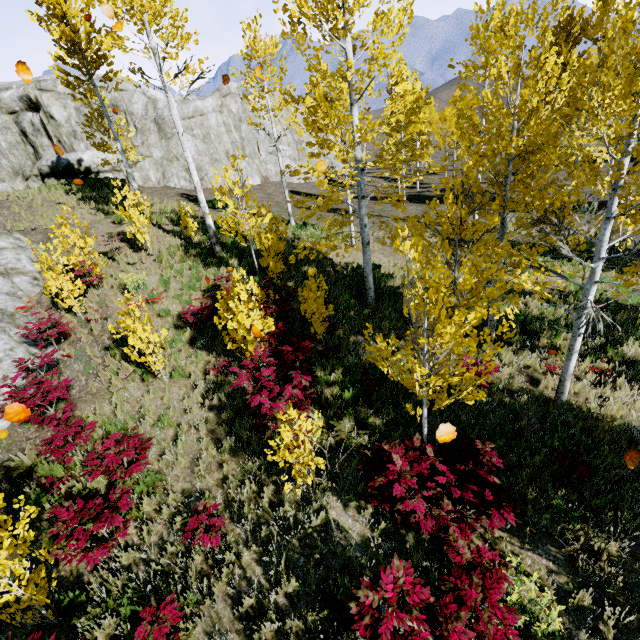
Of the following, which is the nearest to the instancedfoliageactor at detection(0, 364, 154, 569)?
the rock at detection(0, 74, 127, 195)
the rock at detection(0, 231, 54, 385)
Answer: the rock at detection(0, 231, 54, 385)

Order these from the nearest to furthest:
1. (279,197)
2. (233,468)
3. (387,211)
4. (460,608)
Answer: (460,608) < (233,468) < (387,211) < (279,197)

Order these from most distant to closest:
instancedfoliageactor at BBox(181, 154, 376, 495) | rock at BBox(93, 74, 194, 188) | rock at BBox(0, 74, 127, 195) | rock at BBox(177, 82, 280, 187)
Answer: rock at BBox(177, 82, 280, 187)
rock at BBox(93, 74, 194, 188)
rock at BBox(0, 74, 127, 195)
instancedfoliageactor at BBox(181, 154, 376, 495)

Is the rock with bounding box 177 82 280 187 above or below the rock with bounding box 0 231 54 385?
above

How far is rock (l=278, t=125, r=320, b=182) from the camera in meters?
33.9

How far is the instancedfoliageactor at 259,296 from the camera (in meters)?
5.10

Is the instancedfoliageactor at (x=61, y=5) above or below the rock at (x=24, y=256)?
above
